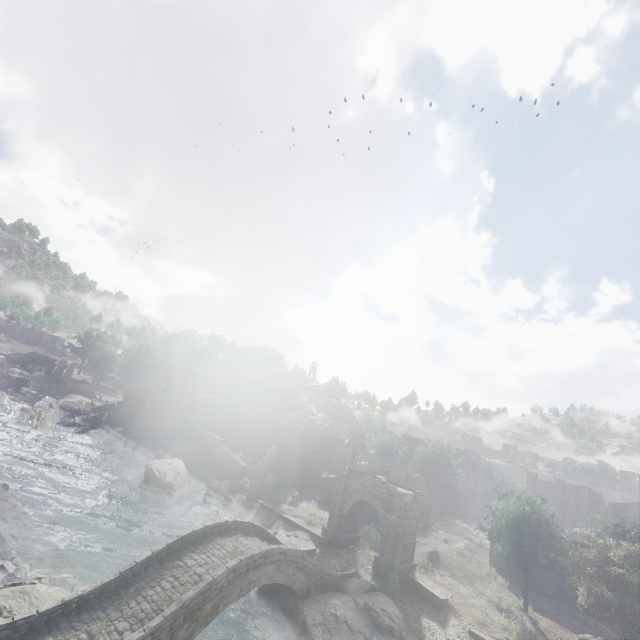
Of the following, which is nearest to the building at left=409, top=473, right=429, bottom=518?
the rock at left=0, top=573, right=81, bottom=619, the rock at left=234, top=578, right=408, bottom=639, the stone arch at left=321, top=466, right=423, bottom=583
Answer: the stone arch at left=321, top=466, right=423, bottom=583

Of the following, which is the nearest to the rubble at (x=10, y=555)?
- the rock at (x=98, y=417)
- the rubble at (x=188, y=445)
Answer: the rubble at (x=188, y=445)

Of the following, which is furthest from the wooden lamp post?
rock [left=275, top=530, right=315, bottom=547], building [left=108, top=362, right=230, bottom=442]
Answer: building [left=108, top=362, right=230, bottom=442]

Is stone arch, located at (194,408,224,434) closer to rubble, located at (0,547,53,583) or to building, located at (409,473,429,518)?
building, located at (409,473,429,518)

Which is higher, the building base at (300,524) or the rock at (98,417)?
the rock at (98,417)

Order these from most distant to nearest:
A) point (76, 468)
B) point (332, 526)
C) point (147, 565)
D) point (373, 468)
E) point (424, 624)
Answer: point (373, 468) < point (76, 468) < point (332, 526) < point (424, 624) < point (147, 565)

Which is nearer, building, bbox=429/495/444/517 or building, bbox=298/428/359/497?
building, bbox=298/428/359/497

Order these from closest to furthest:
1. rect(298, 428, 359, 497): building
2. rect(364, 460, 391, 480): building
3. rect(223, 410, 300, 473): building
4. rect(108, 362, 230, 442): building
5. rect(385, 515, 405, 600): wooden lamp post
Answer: rect(385, 515, 405, 600): wooden lamp post → rect(364, 460, 391, 480): building → rect(298, 428, 359, 497): building → rect(108, 362, 230, 442): building → rect(223, 410, 300, 473): building
